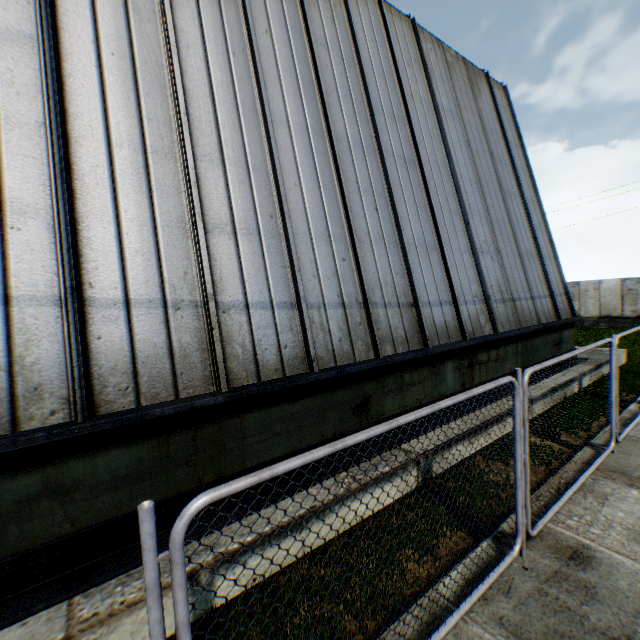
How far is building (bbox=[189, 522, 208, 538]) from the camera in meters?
3.6

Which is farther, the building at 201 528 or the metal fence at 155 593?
the building at 201 528

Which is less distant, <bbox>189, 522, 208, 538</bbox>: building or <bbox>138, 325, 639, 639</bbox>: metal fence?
<bbox>138, 325, 639, 639</bbox>: metal fence

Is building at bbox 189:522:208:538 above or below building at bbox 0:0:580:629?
below

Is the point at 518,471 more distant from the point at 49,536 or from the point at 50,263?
the point at 50,263

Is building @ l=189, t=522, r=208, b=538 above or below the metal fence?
below

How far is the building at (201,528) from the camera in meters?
3.6 m
